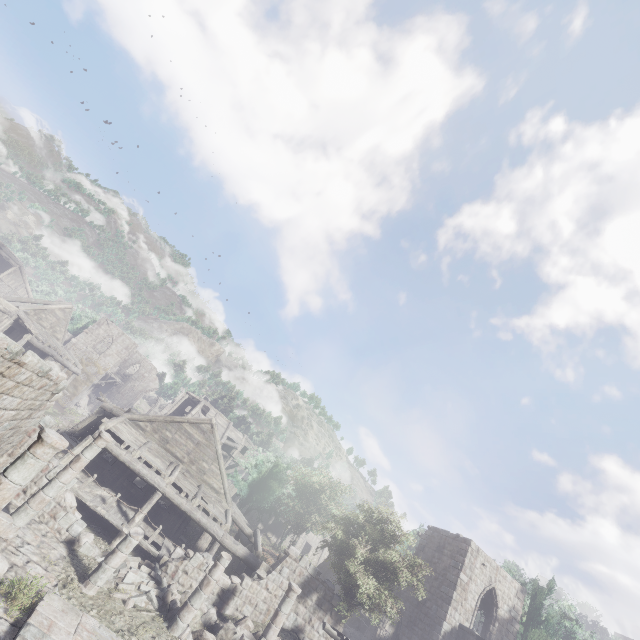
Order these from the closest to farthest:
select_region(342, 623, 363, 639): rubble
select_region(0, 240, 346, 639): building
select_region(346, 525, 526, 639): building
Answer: select_region(0, 240, 346, 639): building
select_region(346, 525, 526, 639): building
select_region(342, 623, 363, 639): rubble

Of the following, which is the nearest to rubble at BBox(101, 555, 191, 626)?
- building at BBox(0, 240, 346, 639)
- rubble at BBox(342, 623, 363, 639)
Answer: building at BBox(0, 240, 346, 639)

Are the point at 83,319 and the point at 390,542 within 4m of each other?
no

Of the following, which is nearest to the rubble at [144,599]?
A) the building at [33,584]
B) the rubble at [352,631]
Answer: the building at [33,584]

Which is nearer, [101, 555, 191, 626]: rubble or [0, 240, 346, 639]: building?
[0, 240, 346, 639]: building

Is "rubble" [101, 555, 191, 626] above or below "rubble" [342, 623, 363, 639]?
below

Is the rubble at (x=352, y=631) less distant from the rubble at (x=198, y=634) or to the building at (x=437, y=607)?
the building at (x=437, y=607)
